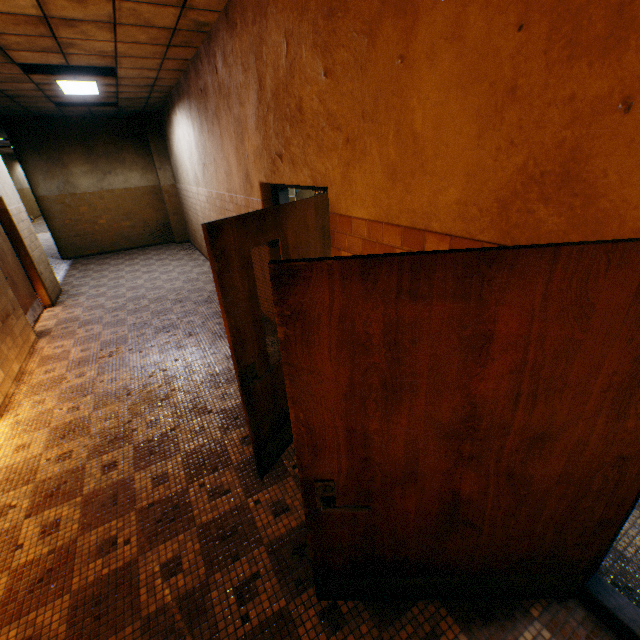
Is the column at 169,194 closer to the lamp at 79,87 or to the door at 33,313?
the lamp at 79,87

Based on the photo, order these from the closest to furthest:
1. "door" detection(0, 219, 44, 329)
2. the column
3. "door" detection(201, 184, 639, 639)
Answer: "door" detection(201, 184, 639, 639), "door" detection(0, 219, 44, 329), the column

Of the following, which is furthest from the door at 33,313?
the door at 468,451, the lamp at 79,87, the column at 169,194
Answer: the door at 468,451

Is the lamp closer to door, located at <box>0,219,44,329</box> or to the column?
door, located at <box>0,219,44,329</box>

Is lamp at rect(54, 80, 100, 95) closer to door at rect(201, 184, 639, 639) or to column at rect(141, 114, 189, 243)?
column at rect(141, 114, 189, 243)

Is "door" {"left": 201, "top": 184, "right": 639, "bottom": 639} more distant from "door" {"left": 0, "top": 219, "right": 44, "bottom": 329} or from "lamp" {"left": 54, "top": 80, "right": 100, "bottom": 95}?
"lamp" {"left": 54, "top": 80, "right": 100, "bottom": 95}

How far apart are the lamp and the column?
3.1 meters

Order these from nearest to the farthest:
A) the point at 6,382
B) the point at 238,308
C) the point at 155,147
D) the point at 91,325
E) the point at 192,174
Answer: the point at 238,308 → the point at 6,382 → the point at 91,325 → the point at 192,174 → the point at 155,147
